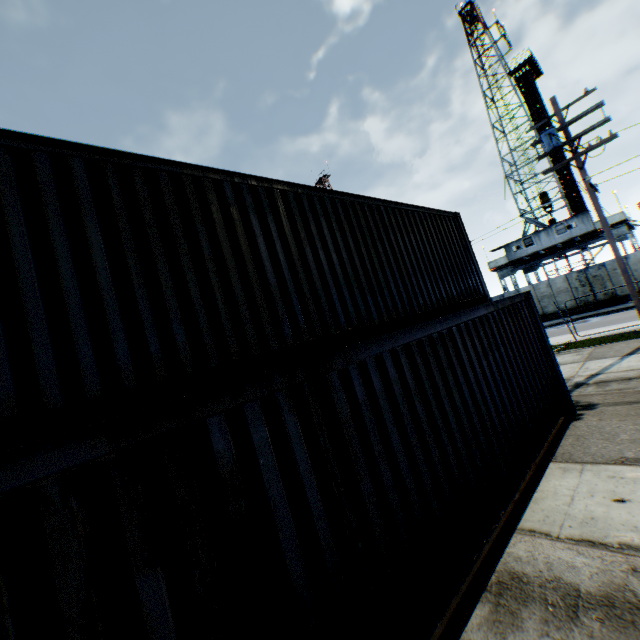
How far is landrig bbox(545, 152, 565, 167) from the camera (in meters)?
31.78

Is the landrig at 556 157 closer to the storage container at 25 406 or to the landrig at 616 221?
the landrig at 616 221

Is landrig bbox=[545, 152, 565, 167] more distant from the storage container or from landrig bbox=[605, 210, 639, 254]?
the storage container

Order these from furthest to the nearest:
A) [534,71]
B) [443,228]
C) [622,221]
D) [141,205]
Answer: [534,71], [622,221], [443,228], [141,205]

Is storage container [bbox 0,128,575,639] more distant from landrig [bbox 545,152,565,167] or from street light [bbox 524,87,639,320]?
landrig [bbox 545,152,565,167]

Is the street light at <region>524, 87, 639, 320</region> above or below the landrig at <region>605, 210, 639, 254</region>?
above

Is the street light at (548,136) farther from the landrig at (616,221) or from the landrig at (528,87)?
the landrig at (528,87)
